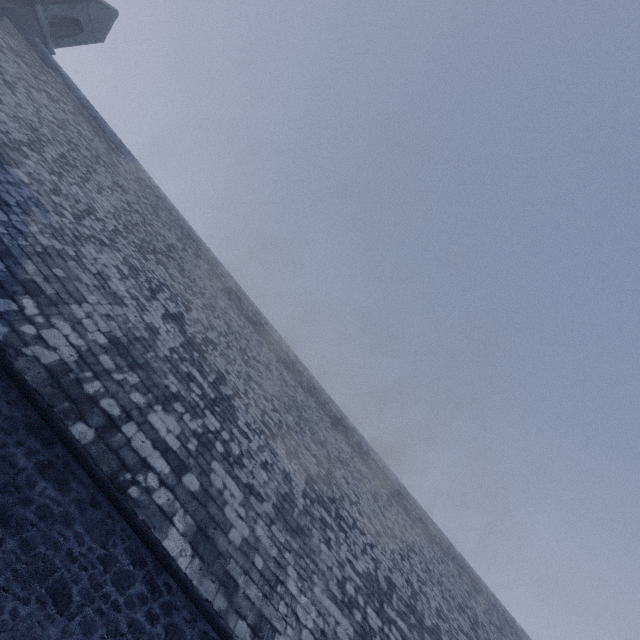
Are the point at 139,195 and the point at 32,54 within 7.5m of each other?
yes
